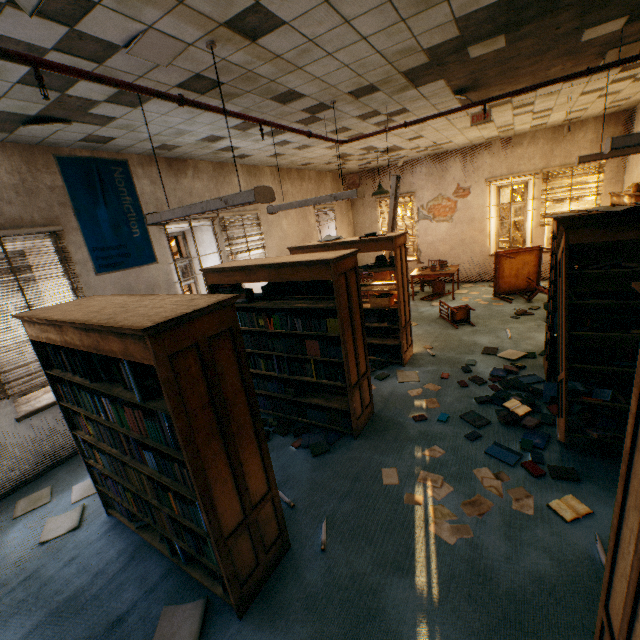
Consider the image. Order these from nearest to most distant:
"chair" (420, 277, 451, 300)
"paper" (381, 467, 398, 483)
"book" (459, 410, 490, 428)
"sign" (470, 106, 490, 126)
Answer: "paper" (381, 467, 398, 483) → "book" (459, 410, 490, 428) → "sign" (470, 106, 490, 126) → "chair" (420, 277, 451, 300)

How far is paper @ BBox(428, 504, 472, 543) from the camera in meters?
2.6

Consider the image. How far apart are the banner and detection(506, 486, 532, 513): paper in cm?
493

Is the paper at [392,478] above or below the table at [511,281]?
below

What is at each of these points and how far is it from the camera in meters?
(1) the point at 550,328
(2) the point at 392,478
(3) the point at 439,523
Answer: (1) book, 4.2
(2) paper, 3.3
(3) paper, 2.7

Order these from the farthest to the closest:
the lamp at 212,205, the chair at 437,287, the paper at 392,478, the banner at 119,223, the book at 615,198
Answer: the chair at 437,287
the book at 615,198
the banner at 119,223
the paper at 392,478
the lamp at 212,205

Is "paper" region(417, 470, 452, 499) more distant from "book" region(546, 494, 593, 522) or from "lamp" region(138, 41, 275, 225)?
"lamp" region(138, 41, 275, 225)
